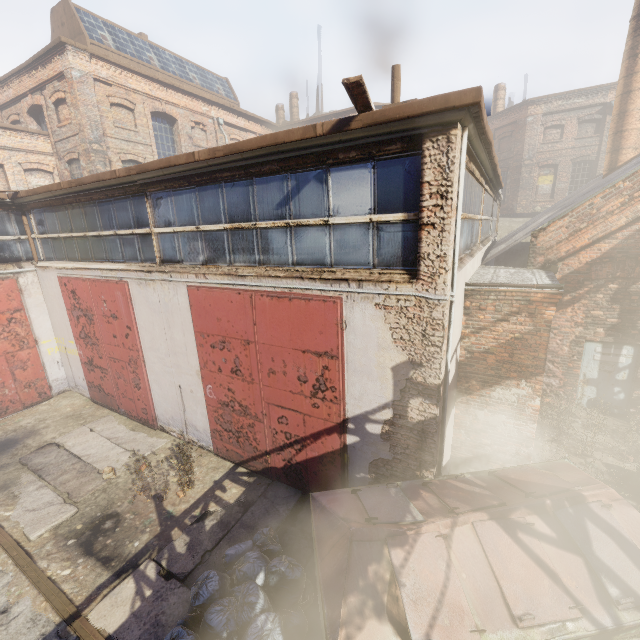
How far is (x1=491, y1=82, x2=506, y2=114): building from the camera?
27.11m

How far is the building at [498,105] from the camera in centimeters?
2711cm

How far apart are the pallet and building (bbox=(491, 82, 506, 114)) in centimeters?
3147cm

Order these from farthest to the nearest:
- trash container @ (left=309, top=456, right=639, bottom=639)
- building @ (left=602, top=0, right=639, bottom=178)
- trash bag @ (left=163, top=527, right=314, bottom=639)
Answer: building @ (left=602, top=0, right=639, bottom=178) < trash bag @ (left=163, top=527, right=314, bottom=639) < trash container @ (left=309, top=456, right=639, bottom=639)

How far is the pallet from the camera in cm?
359

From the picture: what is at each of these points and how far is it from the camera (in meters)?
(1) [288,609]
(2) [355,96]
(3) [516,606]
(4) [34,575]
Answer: (1) trash bag, 4.42
(2) pallet, 3.89
(3) trash container, 3.38
(4) track, 5.29

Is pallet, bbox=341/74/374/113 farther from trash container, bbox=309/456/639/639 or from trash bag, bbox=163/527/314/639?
trash bag, bbox=163/527/314/639

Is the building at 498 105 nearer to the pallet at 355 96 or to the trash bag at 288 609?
the pallet at 355 96
